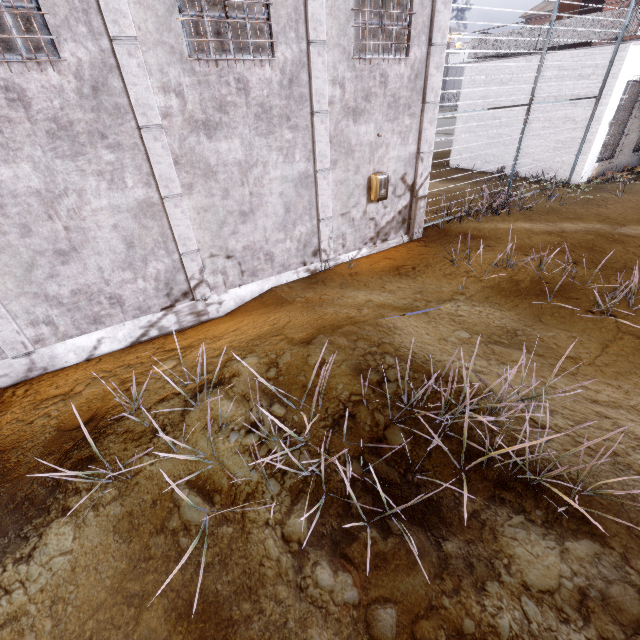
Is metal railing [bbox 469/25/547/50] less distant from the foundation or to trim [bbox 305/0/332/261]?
trim [bbox 305/0/332/261]

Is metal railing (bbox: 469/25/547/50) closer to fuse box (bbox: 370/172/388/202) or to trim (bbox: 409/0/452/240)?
trim (bbox: 409/0/452/240)

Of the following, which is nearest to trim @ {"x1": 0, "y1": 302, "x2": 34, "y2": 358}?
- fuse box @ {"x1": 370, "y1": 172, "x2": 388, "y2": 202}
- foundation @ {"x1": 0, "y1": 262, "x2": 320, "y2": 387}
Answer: foundation @ {"x1": 0, "y1": 262, "x2": 320, "y2": 387}

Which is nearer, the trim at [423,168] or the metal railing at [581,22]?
the trim at [423,168]

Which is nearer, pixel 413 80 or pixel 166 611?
pixel 166 611

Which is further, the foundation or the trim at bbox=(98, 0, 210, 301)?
the foundation

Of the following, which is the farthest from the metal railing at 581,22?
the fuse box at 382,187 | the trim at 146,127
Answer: the fuse box at 382,187
